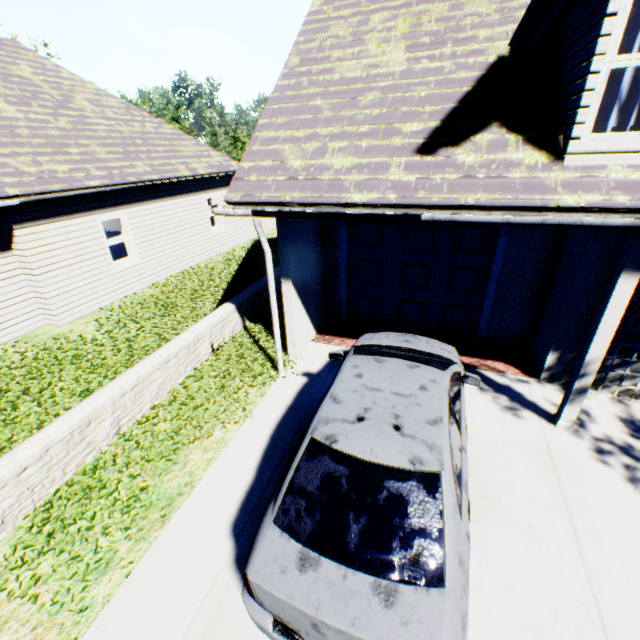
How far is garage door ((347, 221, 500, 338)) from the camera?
6.8 meters

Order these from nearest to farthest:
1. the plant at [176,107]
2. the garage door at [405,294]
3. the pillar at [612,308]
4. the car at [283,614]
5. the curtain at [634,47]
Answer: the car at [283,614]
the curtain at [634,47]
the pillar at [612,308]
the garage door at [405,294]
the plant at [176,107]

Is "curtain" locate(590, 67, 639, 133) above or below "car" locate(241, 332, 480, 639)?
above

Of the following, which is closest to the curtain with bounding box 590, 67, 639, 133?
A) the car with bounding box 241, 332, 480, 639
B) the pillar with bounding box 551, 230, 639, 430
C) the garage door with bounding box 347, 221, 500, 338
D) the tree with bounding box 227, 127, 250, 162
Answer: the pillar with bounding box 551, 230, 639, 430

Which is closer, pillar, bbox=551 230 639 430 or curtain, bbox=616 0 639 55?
curtain, bbox=616 0 639 55

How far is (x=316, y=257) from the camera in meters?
7.4 m

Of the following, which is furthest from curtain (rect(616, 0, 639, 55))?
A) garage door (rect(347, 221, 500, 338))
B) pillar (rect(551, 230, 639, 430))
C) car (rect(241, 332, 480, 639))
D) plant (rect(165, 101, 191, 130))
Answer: plant (rect(165, 101, 191, 130))

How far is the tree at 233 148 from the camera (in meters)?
33.38
